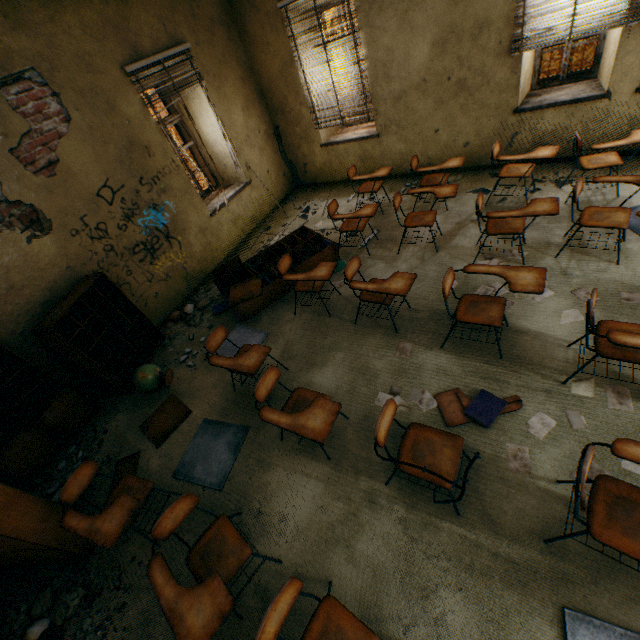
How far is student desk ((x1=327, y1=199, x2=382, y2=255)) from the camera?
4.3m

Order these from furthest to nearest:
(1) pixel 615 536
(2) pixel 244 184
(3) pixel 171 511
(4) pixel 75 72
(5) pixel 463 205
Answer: (2) pixel 244 184 → (5) pixel 463 205 → (4) pixel 75 72 → (3) pixel 171 511 → (1) pixel 615 536

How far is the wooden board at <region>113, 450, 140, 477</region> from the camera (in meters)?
3.44

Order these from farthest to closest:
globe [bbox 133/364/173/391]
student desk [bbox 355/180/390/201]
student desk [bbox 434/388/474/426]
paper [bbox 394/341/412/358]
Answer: student desk [bbox 355/180/390/201] → globe [bbox 133/364/173/391] → paper [bbox 394/341/412/358] → student desk [bbox 434/388/474/426]

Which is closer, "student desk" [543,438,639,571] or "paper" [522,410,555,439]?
"student desk" [543,438,639,571]

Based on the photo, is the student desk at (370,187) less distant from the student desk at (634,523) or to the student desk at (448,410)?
the student desk at (448,410)

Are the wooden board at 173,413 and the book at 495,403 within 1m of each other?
no

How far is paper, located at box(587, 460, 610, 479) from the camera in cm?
221
